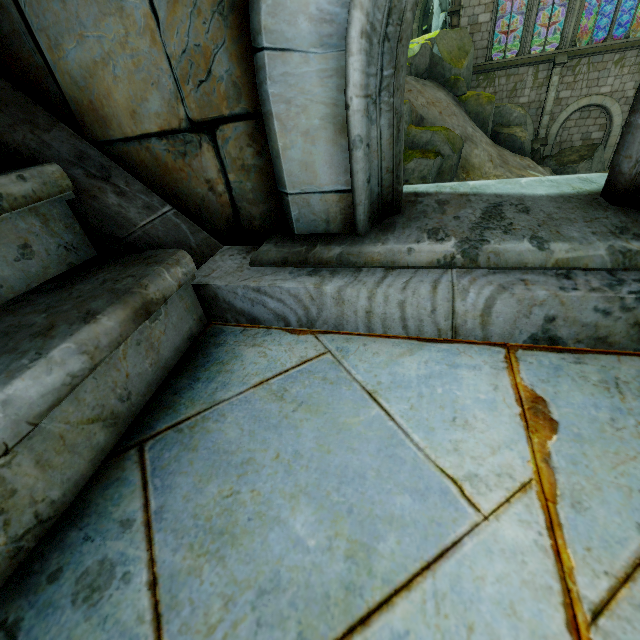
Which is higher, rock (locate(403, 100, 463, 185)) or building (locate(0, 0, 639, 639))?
building (locate(0, 0, 639, 639))

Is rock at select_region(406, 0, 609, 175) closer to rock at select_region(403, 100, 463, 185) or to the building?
the building

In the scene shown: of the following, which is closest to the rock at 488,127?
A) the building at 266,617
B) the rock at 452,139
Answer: the building at 266,617

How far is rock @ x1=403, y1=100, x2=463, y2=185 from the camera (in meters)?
16.20

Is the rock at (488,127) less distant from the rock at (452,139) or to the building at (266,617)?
the building at (266,617)

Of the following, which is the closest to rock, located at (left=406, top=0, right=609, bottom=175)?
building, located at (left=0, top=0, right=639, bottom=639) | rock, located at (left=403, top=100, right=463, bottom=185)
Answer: building, located at (left=0, top=0, right=639, bottom=639)

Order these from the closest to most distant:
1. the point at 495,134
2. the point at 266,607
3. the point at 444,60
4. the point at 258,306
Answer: the point at 266,607
the point at 258,306
the point at 444,60
the point at 495,134
